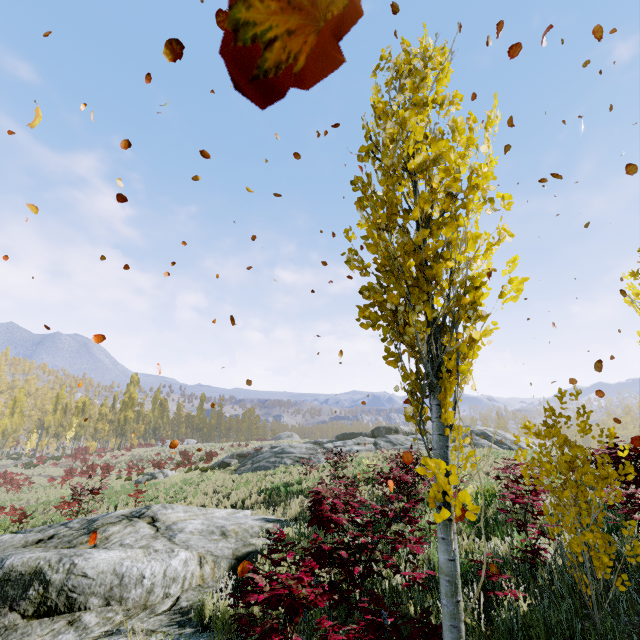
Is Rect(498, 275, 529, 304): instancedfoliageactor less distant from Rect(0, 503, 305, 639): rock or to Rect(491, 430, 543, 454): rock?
Rect(491, 430, 543, 454): rock

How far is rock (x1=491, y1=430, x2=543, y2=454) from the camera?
19.2 meters

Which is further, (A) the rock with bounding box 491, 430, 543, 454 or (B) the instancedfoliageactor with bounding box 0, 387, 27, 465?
(B) the instancedfoliageactor with bounding box 0, 387, 27, 465

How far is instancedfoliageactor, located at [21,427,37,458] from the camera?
45.1m

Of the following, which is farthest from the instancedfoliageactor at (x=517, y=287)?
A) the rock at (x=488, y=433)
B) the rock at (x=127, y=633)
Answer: the rock at (x=127, y=633)

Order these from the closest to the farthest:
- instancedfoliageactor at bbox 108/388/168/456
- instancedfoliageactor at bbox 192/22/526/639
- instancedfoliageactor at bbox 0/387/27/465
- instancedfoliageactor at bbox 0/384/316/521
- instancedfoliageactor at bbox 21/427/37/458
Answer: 1. instancedfoliageactor at bbox 192/22/526/639
2. instancedfoliageactor at bbox 0/384/316/521
3. instancedfoliageactor at bbox 21/427/37/458
4. instancedfoliageactor at bbox 0/387/27/465
5. instancedfoliageactor at bbox 108/388/168/456

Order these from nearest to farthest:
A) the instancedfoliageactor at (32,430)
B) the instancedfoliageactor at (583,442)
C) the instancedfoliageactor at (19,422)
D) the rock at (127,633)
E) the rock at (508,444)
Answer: the instancedfoliageactor at (583,442), the rock at (127,633), the rock at (508,444), the instancedfoliageactor at (32,430), the instancedfoliageactor at (19,422)

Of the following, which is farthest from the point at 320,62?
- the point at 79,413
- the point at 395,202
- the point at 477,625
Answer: the point at 79,413
